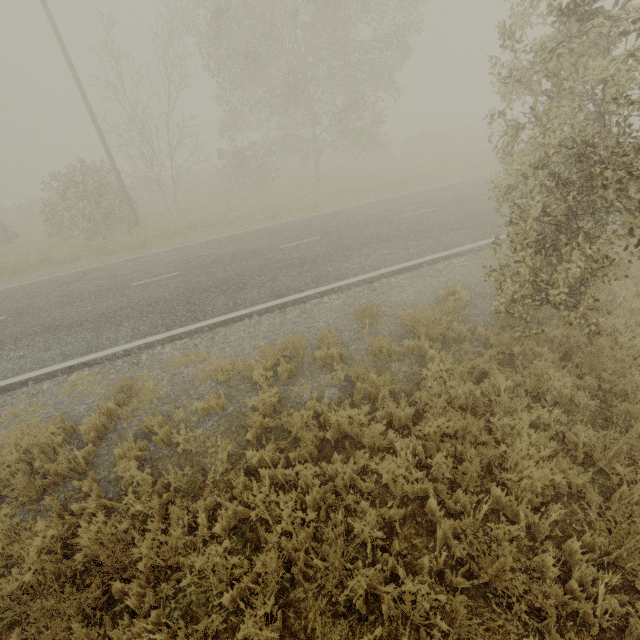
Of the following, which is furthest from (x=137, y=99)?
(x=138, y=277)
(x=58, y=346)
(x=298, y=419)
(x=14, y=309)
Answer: (x=298, y=419)
